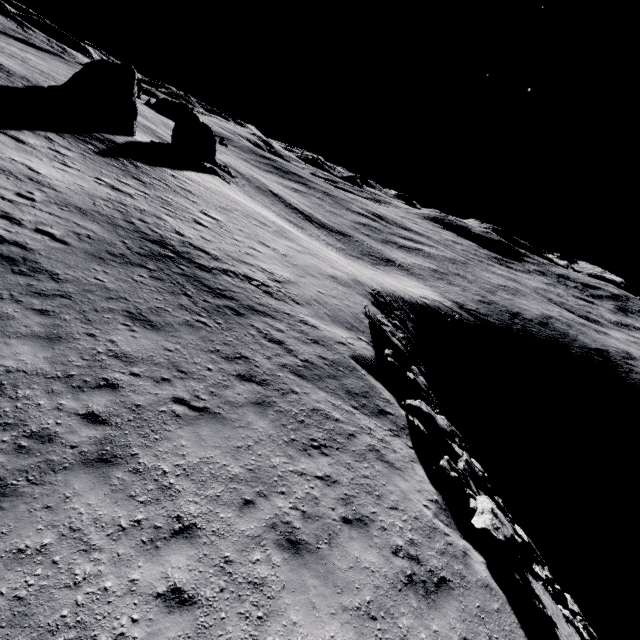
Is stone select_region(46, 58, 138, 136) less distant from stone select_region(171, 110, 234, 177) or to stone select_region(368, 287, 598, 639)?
stone select_region(171, 110, 234, 177)

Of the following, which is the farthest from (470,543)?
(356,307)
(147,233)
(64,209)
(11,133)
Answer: (11,133)

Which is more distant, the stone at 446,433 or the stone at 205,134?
the stone at 205,134

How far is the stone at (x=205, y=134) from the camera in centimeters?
4297cm

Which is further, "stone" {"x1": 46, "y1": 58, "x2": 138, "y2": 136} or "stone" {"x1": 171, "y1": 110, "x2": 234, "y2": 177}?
"stone" {"x1": 171, "y1": 110, "x2": 234, "y2": 177}

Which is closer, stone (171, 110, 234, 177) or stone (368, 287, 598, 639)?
stone (368, 287, 598, 639)

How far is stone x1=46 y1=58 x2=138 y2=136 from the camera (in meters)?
31.34
